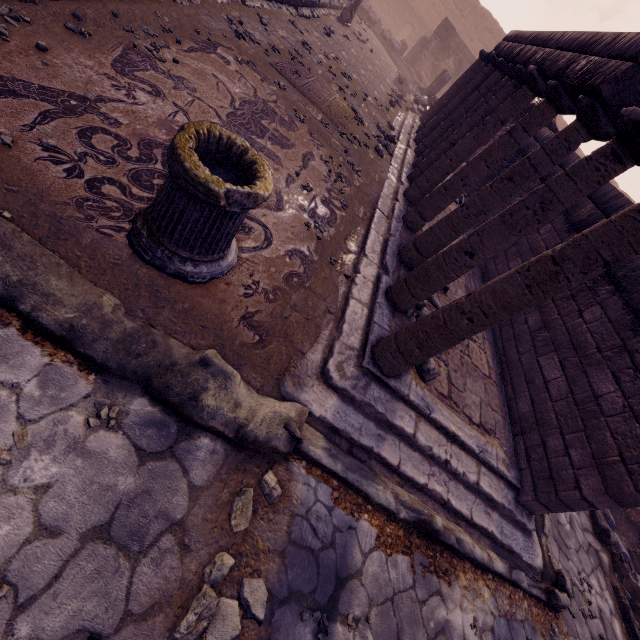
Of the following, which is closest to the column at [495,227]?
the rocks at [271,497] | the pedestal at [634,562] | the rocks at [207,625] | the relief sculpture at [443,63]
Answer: the rocks at [271,497]

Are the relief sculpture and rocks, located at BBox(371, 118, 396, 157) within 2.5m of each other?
no

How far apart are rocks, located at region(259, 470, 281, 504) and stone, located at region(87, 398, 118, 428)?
0.9 meters

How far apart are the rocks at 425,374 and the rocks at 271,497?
1.94m

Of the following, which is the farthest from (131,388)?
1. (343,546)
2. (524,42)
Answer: (524,42)

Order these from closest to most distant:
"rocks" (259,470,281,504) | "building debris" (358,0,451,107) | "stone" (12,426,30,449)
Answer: "stone" (12,426,30,449)
"rocks" (259,470,281,504)
"building debris" (358,0,451,107)

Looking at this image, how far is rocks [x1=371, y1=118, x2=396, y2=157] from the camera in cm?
707

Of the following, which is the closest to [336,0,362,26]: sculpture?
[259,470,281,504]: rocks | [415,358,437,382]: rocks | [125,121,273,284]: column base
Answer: [125,121,273,284]: column base
